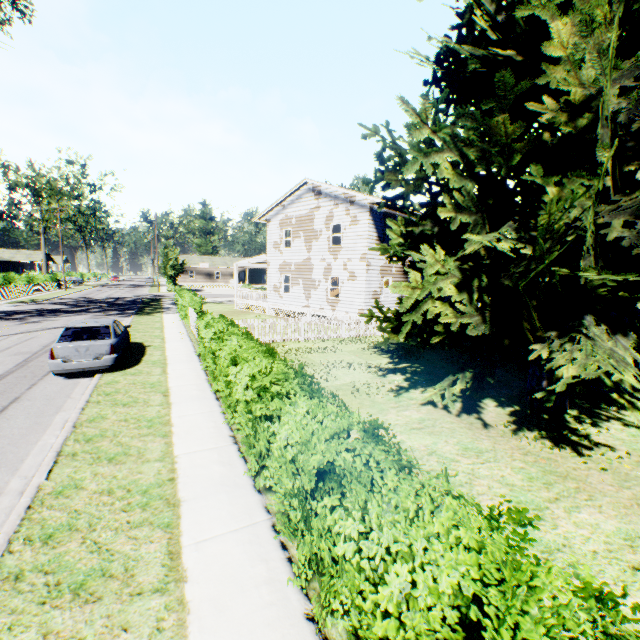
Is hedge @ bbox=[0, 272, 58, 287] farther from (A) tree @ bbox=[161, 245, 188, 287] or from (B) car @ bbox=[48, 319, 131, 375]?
(B) car @ bbox=[48, 319, 131, 375]

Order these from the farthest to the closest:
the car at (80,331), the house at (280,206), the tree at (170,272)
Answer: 1. the tree at (170,272)
2. the house at (280,206)
3. the car at (80,331)

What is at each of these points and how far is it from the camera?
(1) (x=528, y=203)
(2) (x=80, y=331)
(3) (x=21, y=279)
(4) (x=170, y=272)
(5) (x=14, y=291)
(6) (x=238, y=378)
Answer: (1) plant, 7.6 meters
(2) car, 10.6 meters
(3) hedge, 47.5 meters
(4) tree, 50.5 meters
(5) fence, 35.0 meters
(6) hedge, 5.9 meters

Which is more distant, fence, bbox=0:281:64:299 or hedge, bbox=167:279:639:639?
fence, bbox=0:281:64:299

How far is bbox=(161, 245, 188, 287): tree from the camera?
50.1 meters

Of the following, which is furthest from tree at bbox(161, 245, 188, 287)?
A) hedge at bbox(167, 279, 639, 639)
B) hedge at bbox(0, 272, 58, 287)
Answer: hedge at bbox(167, 279, 639, 639)

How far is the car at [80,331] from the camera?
9.9 meters

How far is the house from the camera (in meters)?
20.38
